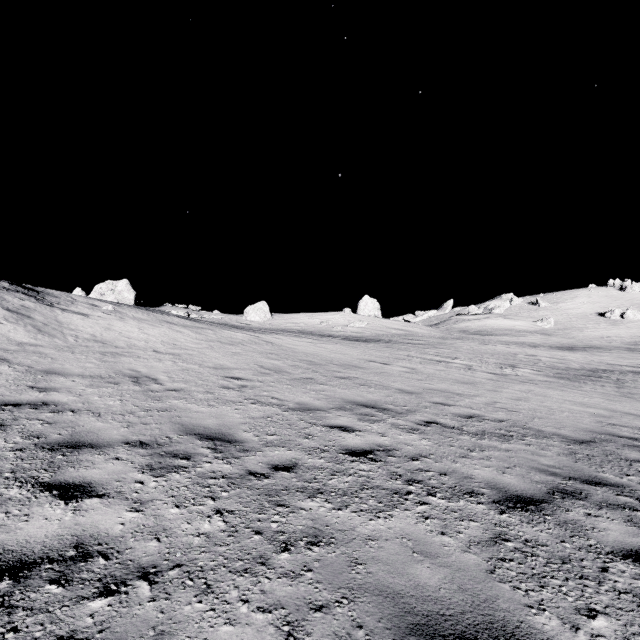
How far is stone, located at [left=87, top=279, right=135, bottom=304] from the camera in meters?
26.3 m

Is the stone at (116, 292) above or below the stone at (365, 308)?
above

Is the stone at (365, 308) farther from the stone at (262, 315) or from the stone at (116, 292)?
the stone at (116, 292)

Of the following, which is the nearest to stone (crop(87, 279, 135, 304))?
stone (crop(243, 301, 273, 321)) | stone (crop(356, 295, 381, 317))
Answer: stone (crop(243, 301, 273, 321))

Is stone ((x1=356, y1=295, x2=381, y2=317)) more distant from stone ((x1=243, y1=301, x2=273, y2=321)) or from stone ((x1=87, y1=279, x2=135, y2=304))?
stone ((x1=87, y1=279, x2=135, y2=304))

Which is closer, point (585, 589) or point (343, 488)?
point (585, 589)

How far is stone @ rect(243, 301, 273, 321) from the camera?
37.8m
